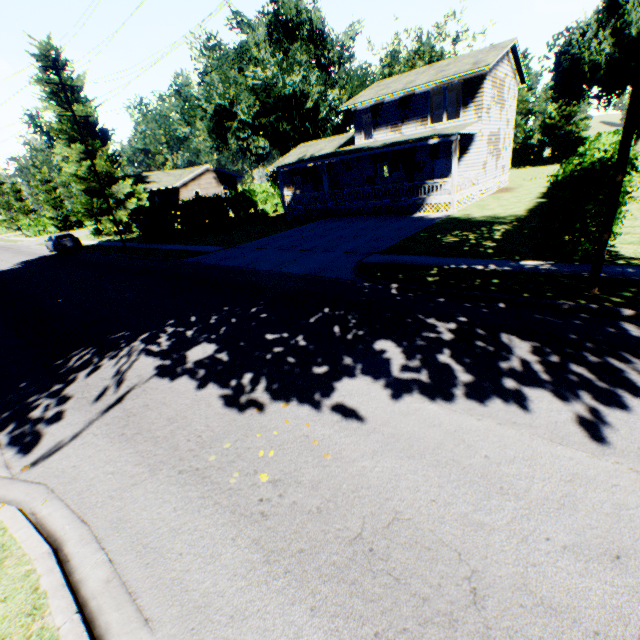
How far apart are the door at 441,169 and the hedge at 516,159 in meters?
41.4 m

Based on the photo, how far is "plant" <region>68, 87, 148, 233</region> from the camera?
31.73m

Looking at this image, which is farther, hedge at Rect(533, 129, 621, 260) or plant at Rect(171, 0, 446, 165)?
plant at Rect(171, 0, 446, 165)

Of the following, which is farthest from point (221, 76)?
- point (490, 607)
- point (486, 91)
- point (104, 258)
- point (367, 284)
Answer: point (490, 607)

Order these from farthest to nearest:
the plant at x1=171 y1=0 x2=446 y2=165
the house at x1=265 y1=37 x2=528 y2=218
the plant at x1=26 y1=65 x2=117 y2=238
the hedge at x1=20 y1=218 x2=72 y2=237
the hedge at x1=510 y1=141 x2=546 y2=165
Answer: the hedge at x1=20 y1=218 x2=72 y2=237, the hedge at x1=510 y1=141 x2=546 y2=165, the plant at x1=171 y1=0 x2=446 y2=165, the plant at x1=26 y1=65 x2=117 y2=238, the house at x1=265 y1=37 x2=528 y2=218

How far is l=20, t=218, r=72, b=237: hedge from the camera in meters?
54.2 m

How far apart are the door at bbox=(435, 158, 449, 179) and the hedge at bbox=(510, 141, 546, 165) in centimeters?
4143cm

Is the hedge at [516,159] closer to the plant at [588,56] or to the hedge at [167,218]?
the plant at [588,56]
